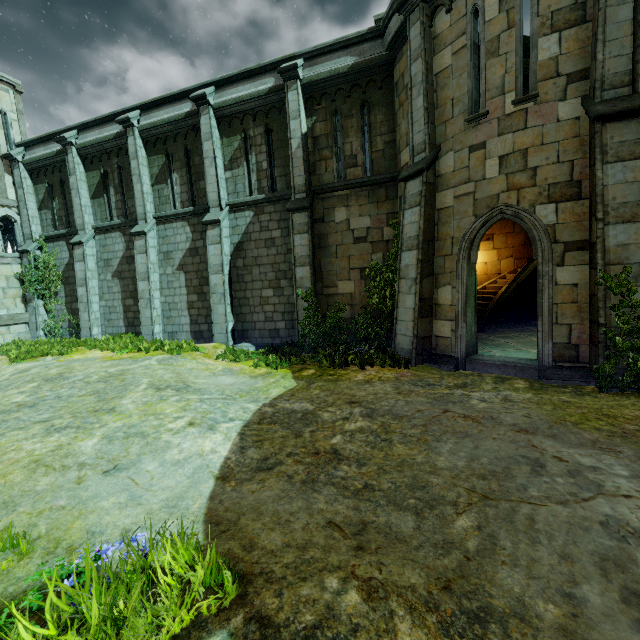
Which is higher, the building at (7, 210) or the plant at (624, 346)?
the building at (7, 210)

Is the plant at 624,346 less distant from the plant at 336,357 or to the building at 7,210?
the plant at 336,357

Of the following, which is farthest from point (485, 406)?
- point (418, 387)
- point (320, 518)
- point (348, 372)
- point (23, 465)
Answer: point (23, 465)

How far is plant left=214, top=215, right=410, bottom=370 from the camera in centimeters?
920cm

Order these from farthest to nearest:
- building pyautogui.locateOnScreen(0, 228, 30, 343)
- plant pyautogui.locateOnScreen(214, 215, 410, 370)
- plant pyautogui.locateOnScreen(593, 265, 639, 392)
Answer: building pyautogui.locateOnScreen(0, 228, 30, 343) → plant pyautogui.locateOnScreen(214, 215, 410, 370) → plant pyautogui.locateOnScreen(593, 265, 639, 392)

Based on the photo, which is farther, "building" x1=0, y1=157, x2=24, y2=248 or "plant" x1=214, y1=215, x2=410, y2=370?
"building" x1=0, y1=157, x2=24, y2=248

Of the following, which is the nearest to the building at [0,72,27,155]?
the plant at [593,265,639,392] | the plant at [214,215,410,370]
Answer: the plant at [214,215,410,370]
